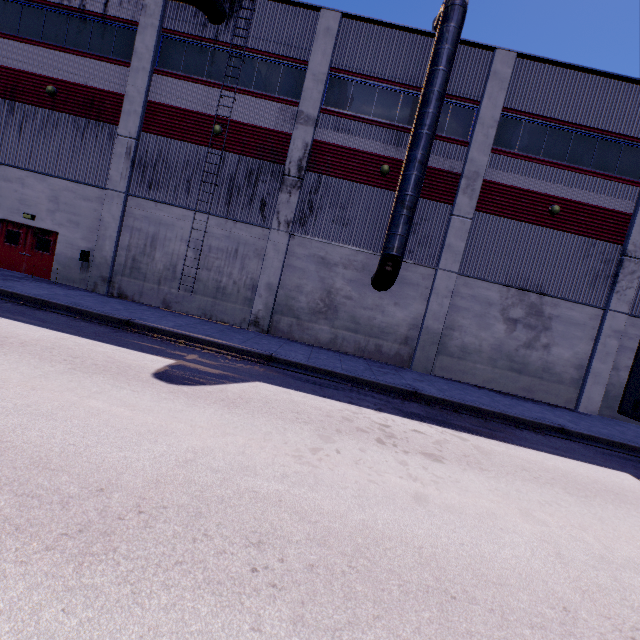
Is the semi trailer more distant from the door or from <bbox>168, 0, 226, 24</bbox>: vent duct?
the door

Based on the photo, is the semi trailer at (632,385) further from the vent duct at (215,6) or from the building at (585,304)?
the vent duct at (215,6)

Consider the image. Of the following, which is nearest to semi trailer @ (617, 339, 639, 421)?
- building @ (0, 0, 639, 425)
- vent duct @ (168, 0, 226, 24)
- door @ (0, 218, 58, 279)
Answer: building @ (0, 0, 639, 425)

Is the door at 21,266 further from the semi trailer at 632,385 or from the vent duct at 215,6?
the semi trailer at 632,385

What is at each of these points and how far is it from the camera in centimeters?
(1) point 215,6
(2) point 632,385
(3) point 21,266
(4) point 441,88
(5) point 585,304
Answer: (1) vent duct, 1402cm
(2) semi trailer, 1009cm
(3) door, 1578cm
(4) vent duct, 1281cm
(5) building, 1469cm

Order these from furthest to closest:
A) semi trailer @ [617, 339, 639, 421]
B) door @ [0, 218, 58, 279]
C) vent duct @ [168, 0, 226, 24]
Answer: door @ [0, 218, 58, 279]
vent duct @ [168, 0, 226, 24]
semi trailer @ [617, 339, 639, 421]

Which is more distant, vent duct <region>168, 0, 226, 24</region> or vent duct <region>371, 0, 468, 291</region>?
vent duct <region>168, 0, 226, 24</region>

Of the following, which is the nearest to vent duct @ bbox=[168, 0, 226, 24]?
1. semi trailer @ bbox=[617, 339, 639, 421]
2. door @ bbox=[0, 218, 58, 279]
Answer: semi trailer @ bbox=[617, 339, 639, 421]
